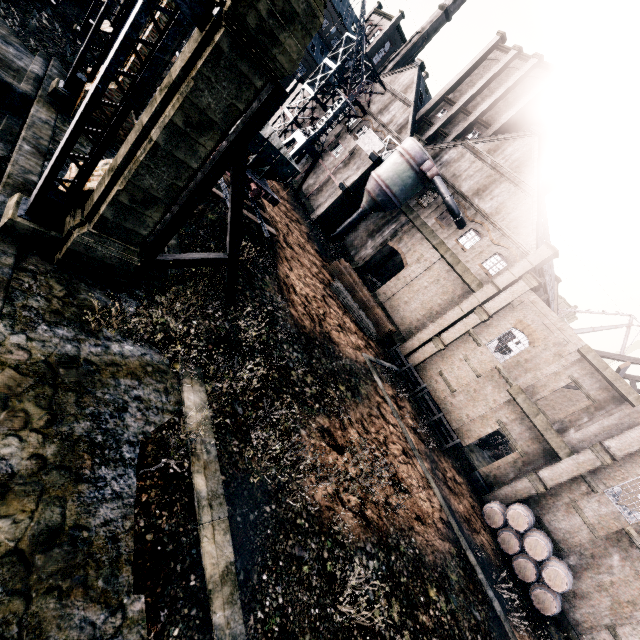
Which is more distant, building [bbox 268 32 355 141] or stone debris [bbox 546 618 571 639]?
building [bbox 268 32 355 141]

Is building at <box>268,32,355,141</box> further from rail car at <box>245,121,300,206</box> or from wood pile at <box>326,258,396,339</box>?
rail car at <box>245,121,300,206</box>

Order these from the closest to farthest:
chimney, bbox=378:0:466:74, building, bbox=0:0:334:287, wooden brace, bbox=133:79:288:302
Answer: building, bbox=0:0:334:287
wooden brace, bbox=133:79:288:302
chimney, bbox=378:0:466:74

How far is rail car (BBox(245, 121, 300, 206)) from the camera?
20.8m

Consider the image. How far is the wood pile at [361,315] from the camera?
28.8m

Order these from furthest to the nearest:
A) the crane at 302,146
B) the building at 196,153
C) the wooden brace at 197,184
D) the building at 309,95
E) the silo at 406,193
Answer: the building at 309,95
the crane at 302,146
the silo at 406,193
the wooden brace at 197,184
the building at 196,153

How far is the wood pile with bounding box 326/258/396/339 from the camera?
28.8m

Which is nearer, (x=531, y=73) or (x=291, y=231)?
(x=291, y=231)
